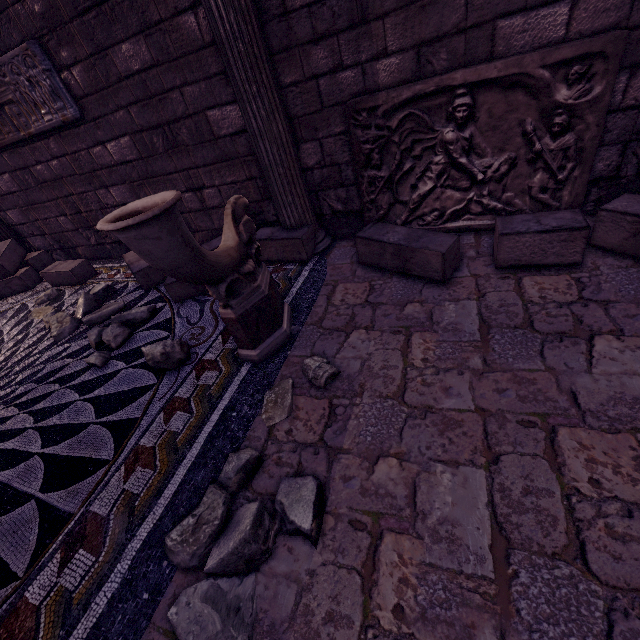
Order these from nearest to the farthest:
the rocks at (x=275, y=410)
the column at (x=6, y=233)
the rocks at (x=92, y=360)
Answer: the rocks at (x=275, y=410), the rocks at (x=92, y=360), the column at (x=6, y=233)

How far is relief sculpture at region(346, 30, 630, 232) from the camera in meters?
2.2 m

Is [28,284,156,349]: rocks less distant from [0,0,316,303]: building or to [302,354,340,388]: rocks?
[0,0,316,303]: building

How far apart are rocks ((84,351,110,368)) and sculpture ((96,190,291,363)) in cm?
121

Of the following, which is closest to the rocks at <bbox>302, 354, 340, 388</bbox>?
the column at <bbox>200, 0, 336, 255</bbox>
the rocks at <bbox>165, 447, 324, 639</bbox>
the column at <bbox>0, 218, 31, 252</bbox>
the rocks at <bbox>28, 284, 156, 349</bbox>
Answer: the rocks at <bbox>165, 447, 324, 639</bbox>

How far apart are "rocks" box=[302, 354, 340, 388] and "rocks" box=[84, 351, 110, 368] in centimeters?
162cm

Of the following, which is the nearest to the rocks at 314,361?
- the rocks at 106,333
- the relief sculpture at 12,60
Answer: the rocks at 106,333

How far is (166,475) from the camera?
1.8 meters
